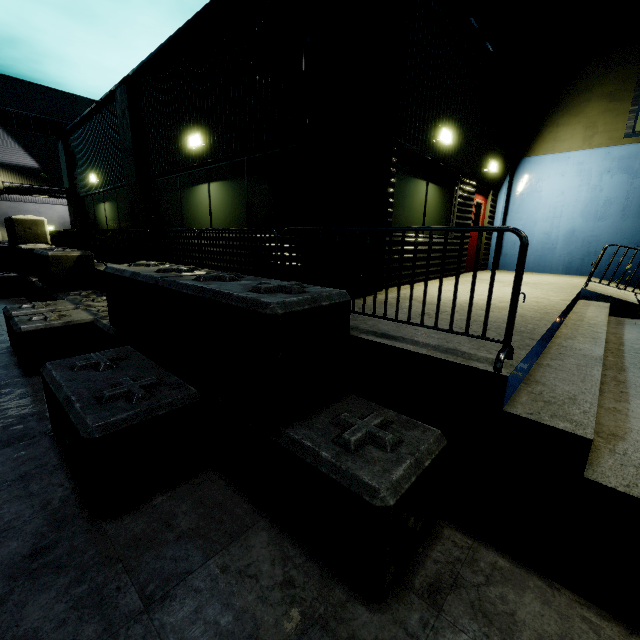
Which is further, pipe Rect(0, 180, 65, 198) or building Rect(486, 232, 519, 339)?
pipe Rect(0, 180, 65, 198)

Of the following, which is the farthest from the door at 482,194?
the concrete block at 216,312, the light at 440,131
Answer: the concrete block at 216,312

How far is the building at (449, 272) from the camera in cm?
384

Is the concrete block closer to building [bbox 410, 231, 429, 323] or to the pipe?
building [bbox 410, 231, 429, 323]

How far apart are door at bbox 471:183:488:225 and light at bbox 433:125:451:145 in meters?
2.5

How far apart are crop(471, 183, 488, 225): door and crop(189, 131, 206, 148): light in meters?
6.8

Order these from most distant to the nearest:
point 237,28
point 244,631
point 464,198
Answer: point 464,198 < point 237,28 < point 244,631

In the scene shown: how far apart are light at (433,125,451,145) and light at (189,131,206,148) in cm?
483
